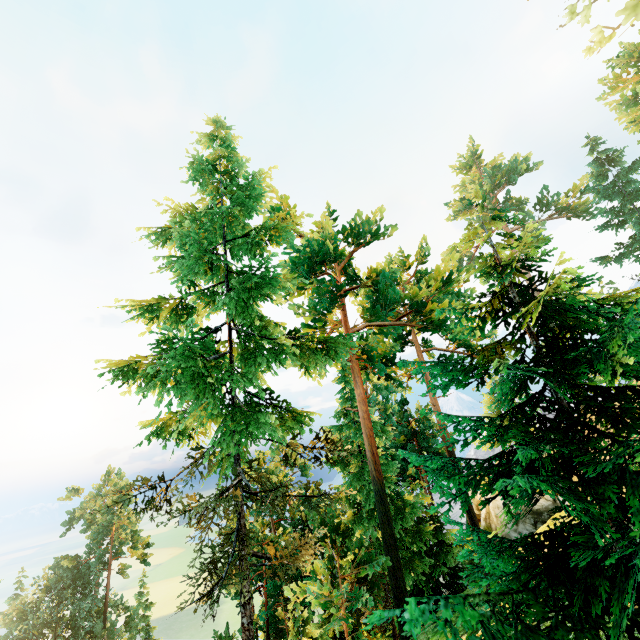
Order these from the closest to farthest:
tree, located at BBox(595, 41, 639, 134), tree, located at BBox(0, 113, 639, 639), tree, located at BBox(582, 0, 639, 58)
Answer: tree, located at BBox(582, 0, 639, 58)
tree, located at BBox(0, 113, 639, 639)
tree, located at BBox(595, 41, 639, 134)

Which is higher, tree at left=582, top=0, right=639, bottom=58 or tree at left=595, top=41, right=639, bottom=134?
tree at left=595, top=41, right=639, bottom=134

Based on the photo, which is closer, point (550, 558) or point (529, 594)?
point (529, 594)

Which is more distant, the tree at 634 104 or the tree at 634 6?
the tree at 634 104

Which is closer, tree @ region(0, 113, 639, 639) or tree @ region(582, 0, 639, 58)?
tree @ region(582, 0, 639, 58)
